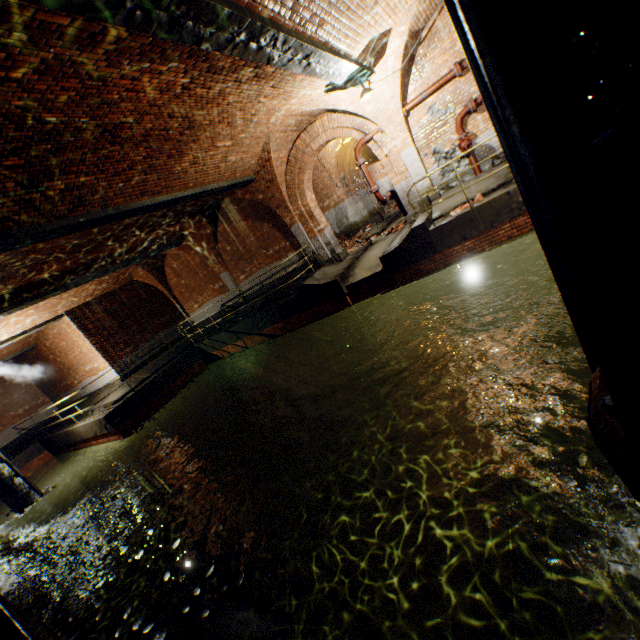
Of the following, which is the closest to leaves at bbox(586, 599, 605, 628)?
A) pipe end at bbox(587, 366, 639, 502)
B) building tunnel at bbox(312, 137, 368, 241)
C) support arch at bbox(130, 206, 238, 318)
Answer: pipe end at bbox(587, 366, 639, 502)

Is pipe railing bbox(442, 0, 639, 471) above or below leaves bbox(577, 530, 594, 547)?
above

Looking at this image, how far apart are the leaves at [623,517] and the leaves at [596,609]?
0.6m

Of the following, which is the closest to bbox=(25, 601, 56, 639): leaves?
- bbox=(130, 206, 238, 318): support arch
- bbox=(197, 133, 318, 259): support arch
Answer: bbox=(197, 133, 318, 259): support arch

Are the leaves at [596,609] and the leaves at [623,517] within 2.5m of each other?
yes

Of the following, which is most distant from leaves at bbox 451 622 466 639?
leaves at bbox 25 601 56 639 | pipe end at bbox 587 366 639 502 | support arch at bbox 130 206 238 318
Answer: support arch at bbox 130 206 238 318

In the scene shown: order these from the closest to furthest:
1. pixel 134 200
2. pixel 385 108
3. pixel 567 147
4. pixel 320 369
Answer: pixel 567 147
pixel 134 200
pixel 385 108
pixel 320 369

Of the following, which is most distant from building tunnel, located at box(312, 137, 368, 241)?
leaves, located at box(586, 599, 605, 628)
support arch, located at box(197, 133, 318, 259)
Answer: leaves, located at box(586, 599, 605, 628)
